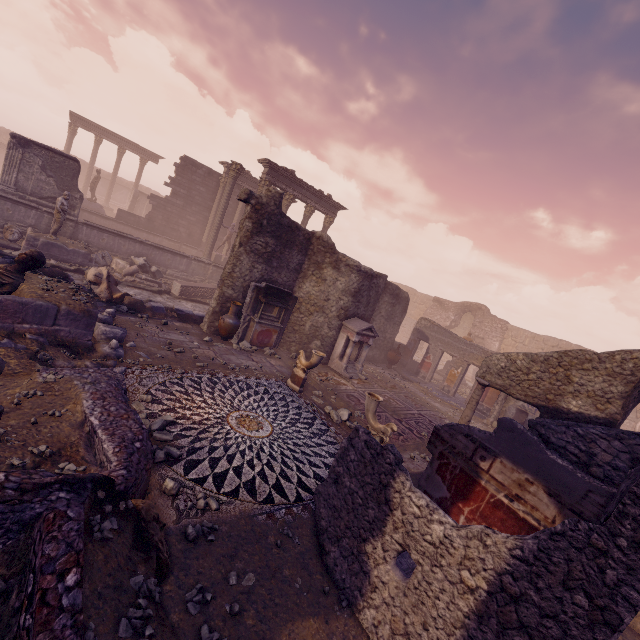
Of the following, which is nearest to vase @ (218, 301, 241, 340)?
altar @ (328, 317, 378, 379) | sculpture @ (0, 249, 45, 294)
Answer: altar @ (328, 317, 378, 379)

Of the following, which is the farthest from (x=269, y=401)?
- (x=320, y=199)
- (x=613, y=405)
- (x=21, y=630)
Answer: (x=320, y=199)

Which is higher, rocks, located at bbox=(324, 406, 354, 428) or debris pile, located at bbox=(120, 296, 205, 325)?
debris pile, located at bbox=(120, 296, 205, 325)

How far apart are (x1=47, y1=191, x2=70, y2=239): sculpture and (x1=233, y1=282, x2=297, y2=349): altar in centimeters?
785cm

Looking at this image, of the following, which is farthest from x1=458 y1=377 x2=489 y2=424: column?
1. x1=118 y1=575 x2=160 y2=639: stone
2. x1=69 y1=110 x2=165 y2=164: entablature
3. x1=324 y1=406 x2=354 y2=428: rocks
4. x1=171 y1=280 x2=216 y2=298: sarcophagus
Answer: x1=69 y1=110 x2=165 y2=164: entablature

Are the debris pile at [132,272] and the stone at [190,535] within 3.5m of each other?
no

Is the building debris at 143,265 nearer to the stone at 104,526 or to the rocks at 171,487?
the rocks at 171,487

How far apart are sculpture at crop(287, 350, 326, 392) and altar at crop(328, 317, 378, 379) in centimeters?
281cm
